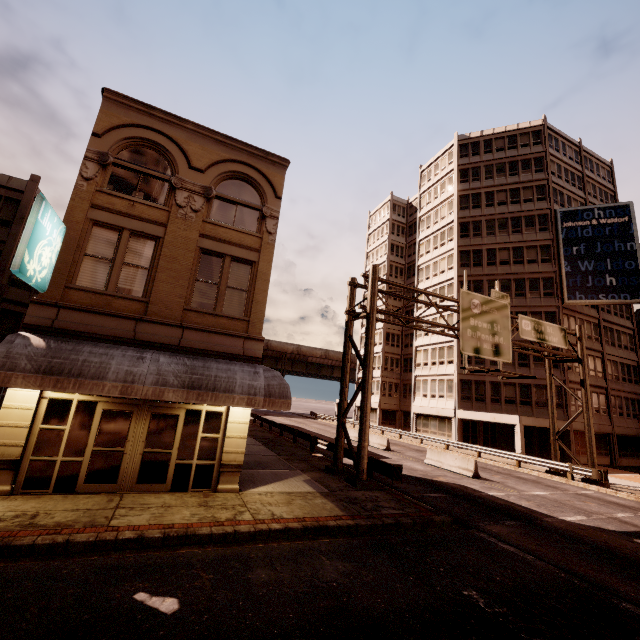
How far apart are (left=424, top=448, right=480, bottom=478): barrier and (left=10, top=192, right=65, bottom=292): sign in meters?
21.6

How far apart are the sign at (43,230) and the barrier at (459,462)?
21.6 meters

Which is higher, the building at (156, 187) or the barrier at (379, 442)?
the building at (156, 187)

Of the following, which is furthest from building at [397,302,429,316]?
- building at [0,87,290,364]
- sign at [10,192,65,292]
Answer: sign at [10,192,65,292]

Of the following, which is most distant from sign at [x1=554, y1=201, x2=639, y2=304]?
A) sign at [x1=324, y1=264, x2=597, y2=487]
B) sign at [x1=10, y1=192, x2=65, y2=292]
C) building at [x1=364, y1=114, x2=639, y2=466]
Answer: sign at [x1=10, y1=192, x2=65, y2=292]

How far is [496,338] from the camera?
18.86m

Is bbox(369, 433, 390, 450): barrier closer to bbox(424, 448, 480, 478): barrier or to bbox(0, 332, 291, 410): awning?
bbox(424, 448, 480, 478): barrier

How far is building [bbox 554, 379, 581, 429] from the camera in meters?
30.0 m
